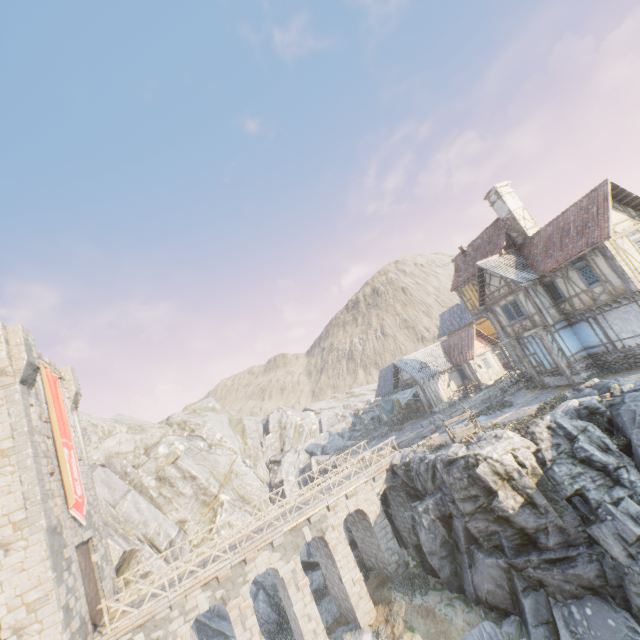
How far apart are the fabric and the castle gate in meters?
25.3

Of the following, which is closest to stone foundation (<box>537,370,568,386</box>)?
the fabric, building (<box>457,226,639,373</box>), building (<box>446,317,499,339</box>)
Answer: building (<box>457,226,639,373</box>)

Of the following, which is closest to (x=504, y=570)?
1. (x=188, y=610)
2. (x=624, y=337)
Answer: (x=624, y=337)

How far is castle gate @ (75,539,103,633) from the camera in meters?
15.6 m

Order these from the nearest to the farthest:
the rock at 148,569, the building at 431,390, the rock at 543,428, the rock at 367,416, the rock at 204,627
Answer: the rock at 543,428
the rock at 204,627
the rock at 148,569
the building at 431,390
the rock at 367,416

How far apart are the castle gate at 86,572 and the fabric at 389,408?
25.32m

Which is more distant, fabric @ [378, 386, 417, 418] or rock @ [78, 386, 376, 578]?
fabric @ [378, 386, 417, 418]

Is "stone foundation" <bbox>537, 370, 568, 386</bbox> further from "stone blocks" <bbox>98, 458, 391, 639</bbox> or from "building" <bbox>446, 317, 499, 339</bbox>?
"stone blocks" <bbox>98, 458, 391, 639</bbox>
